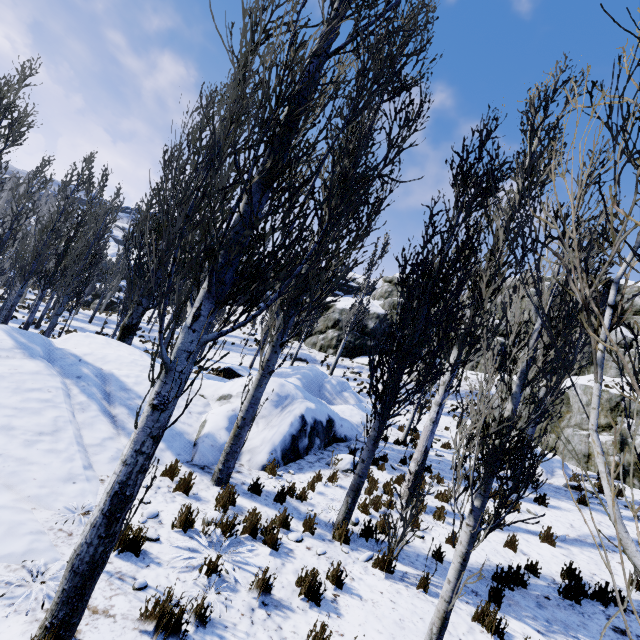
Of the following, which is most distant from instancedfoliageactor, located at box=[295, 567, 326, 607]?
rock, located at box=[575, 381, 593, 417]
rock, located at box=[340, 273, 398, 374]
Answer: rock, located at box=[575, 381, 593, 417]

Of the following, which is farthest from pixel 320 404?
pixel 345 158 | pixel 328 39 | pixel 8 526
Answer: pixel 328 39

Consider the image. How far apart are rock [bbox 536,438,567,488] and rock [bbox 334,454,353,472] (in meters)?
6.56

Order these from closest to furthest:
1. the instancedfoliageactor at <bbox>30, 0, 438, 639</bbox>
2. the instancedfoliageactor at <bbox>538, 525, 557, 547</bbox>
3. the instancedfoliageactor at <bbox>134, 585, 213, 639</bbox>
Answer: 1. the instancedfoliageactor at <bbox>30, 0, 438, 639</bbox>
2. the instancedfoliageactor at <bbox>134, 585, 213, 639</bbox>
3. the instancedfoliageactor at <bbox>538, 525, 557, 547</bbox>

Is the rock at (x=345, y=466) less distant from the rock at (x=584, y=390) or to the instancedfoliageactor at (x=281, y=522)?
the instancedfoliageactor at (x=281, y=522)

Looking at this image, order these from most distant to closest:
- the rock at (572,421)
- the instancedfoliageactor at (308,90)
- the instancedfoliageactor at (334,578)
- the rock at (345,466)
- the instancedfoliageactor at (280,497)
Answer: the rock at (572,421), the rock at (345,466), the instancedfoliageactor at (280,497), the instancedfoliageactor at (334,578), the instancedfoliageactor at (308,90)

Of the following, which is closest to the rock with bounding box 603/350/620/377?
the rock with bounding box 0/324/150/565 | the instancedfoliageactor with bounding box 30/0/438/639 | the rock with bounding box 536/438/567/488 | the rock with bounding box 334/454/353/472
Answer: the instancedfoliageactor with bounding box 30/0/438/639

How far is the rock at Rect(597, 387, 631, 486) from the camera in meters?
11.7
